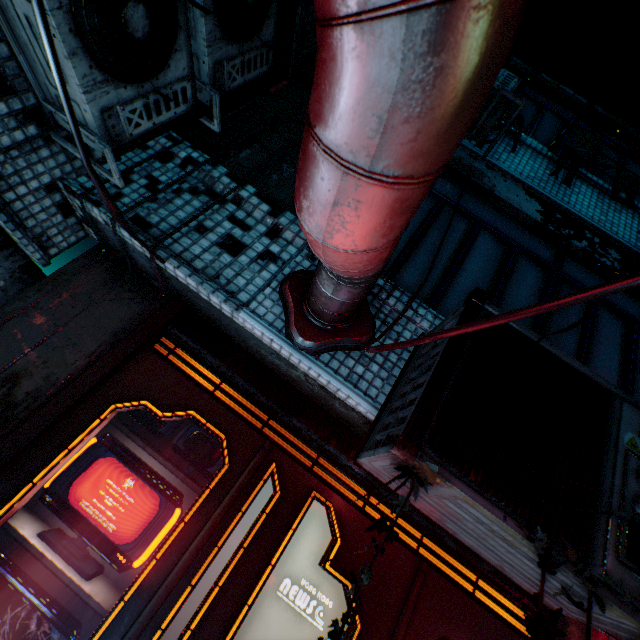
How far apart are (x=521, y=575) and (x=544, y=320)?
1.9 meters

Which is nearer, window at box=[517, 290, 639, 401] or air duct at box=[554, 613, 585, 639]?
air duct at box=[554, 613, 585, 639]

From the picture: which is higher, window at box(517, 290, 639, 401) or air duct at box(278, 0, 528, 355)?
window at box(517, 290, 639, 401)

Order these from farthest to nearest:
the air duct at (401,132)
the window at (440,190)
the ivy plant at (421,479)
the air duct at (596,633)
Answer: the window at (440,190) → the air duct at (596,633) → the ivy plant at (421,479) → the air duct at (401,132)

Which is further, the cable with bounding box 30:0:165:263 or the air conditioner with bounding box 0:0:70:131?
the air conditioner with bounding box 0:0:70:131

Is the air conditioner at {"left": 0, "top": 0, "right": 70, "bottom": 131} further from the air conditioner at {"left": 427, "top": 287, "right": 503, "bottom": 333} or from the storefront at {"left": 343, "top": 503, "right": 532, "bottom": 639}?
the air conditioner at {"left": 427, "top": 287, "right": 503, "bottom": 333}

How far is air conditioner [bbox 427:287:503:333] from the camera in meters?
1.5

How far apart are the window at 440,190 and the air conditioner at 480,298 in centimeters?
38cm
